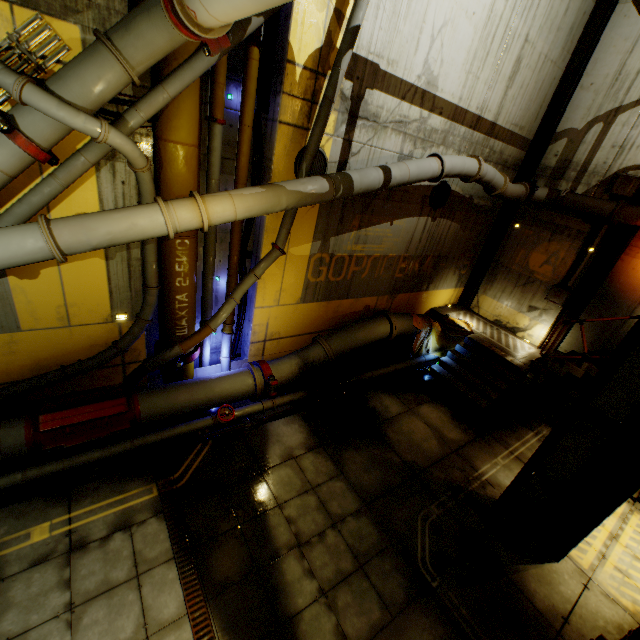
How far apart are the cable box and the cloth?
4.9m

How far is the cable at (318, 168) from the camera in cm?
680

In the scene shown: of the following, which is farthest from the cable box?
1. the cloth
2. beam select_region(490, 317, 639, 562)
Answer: the cloth

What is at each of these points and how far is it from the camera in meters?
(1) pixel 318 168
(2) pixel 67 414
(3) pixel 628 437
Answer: (1) cable, 6.9 m
(2) pipe, 5.6 m
(3) beam, 4.8 m

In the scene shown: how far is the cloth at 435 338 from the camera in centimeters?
1068cm

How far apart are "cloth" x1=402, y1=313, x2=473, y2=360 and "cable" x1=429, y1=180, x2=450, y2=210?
3.27m

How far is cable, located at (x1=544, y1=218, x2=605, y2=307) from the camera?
9.80m

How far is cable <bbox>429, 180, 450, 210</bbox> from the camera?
9.3 meters
